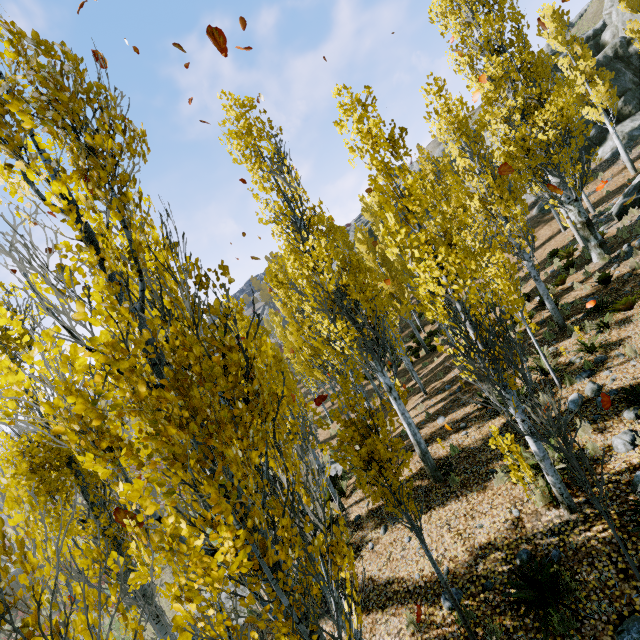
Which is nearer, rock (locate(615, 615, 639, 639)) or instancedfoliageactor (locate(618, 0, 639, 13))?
rock (locate(615, 615, 639, 639))

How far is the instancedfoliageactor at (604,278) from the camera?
12.1m

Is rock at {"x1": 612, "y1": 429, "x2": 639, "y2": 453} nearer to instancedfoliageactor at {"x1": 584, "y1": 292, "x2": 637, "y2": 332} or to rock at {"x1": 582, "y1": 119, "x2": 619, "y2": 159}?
instancedfoliageactor at {"x1": 584, "y1": 292, "x2": 637, "y2": 332}

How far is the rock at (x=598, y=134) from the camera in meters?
26.8

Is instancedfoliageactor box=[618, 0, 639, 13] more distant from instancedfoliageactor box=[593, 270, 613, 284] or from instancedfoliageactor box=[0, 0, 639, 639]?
instancedfoliageactor box=[593, 270, 613, 284]

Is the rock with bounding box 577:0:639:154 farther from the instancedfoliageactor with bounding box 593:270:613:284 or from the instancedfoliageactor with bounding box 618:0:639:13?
the instancedfoliageactor with bounding box 593:270:613:284

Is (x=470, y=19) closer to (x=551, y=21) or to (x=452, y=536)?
(x=551, y=21)

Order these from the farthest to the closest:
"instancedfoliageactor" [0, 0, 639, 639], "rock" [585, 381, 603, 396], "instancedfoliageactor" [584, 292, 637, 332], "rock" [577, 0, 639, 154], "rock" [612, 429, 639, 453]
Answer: "rock" [577, 0, 639, 154] → "instancedfoliageactor" [584, 292, 637, 332] → "rock" [585, 381, 603, 396] → "rock" [612, 429, 639, 453] → "instancedfoliageactor" [0, 0, 639, 639]
